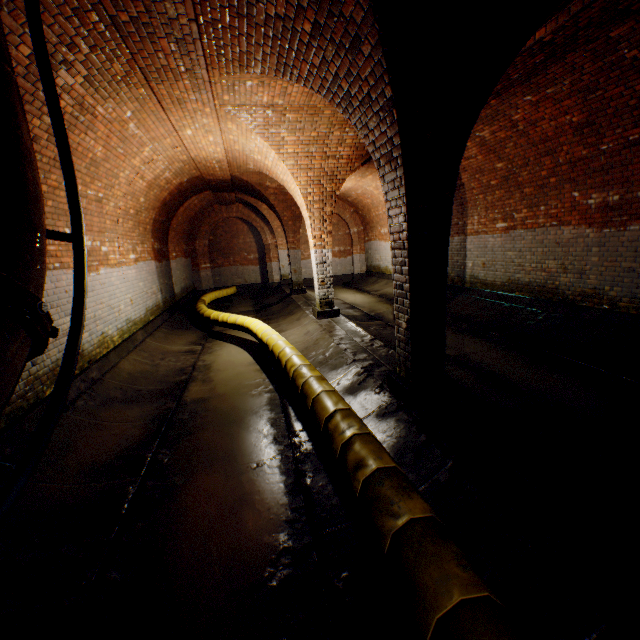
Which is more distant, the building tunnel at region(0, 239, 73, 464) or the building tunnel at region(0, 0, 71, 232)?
the building tunnel at region(0, 239, 73, 464)

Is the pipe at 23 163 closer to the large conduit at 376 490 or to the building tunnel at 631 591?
the building tunnel at 631 591

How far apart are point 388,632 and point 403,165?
3.6 meters

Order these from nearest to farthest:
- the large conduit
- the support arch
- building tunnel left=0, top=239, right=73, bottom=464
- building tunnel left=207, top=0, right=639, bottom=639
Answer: the large conduit → building tunnel left=207, top=0, right=639, bottom=639 → the support arch → building tunnel left=0, top=239, right=73, bottom=464

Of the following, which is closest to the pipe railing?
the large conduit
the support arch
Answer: the large conduit

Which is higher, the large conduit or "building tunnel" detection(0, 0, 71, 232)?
"building tunnel" detection(0, 0, 71, 232)

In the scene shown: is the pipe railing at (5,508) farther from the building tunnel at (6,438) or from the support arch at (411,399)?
the support arch at (411,399)

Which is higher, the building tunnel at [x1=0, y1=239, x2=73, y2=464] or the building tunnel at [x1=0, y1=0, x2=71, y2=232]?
the building tunnel at [x1=0, y1=0, x2=71, y2=232]
